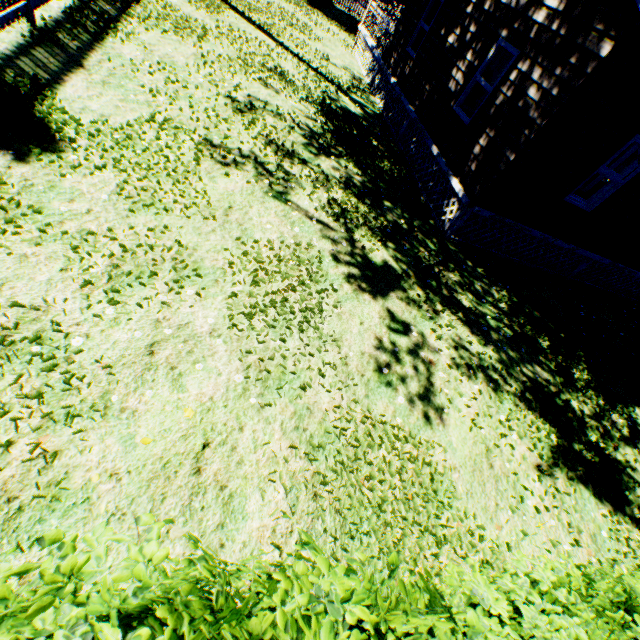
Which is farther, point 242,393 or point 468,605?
point 242,393

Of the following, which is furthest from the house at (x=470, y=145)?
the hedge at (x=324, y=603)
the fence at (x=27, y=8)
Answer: the fence at (x=27, y=8)

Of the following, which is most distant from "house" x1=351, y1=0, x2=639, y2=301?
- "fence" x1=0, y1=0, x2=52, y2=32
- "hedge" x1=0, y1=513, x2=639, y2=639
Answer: "fence" x1=0, y1=0, x2=52, y2=32

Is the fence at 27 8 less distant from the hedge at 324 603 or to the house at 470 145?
the hedge at 324 603

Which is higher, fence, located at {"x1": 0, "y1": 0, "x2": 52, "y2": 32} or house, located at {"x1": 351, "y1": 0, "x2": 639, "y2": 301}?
house, located at {"x1": 351, "y1": 0, "x2": 639, "y2": 301}

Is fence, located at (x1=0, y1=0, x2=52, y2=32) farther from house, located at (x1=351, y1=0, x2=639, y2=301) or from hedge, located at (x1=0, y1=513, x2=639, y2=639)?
house, located at (x1=351, y1=0, x2=639, y2=301)
